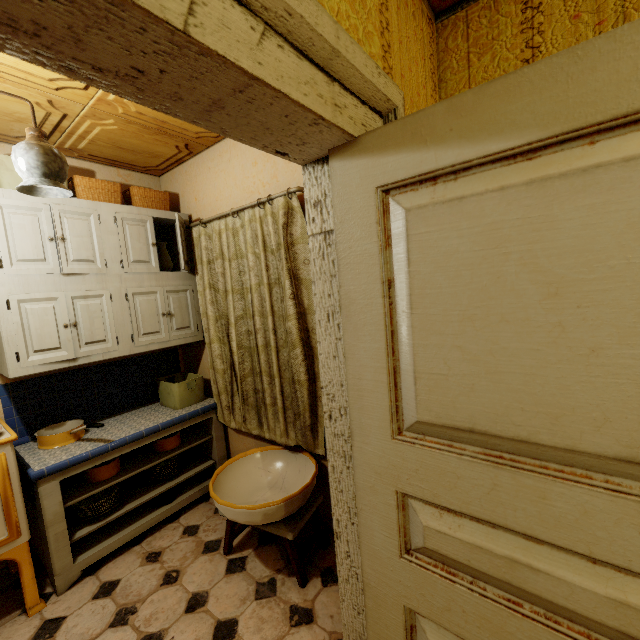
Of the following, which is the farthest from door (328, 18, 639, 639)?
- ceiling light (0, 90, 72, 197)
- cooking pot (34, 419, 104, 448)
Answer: cooking pot (34, 419, 104, 448)

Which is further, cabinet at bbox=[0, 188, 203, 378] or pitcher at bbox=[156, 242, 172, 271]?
pitcher at bbox=[156, 242, 172, 271]

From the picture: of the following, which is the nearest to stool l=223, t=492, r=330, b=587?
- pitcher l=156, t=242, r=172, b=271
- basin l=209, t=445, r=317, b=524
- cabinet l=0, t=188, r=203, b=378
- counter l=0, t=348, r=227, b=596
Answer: basin l=209, t=445, r=317, b=524

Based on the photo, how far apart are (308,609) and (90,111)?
3.2 meters

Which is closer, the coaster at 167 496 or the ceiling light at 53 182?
the ceiling light at 53 182

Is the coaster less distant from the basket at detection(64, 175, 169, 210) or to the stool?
the stool

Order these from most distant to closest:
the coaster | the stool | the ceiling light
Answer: the coaster < the stool < the ceiling light

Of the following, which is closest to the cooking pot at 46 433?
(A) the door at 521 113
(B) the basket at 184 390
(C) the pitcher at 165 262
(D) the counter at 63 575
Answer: (D) the counter at 63 575
